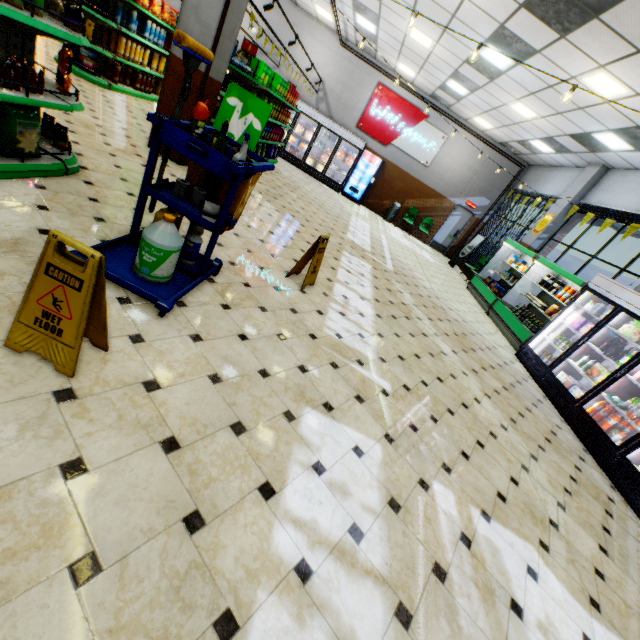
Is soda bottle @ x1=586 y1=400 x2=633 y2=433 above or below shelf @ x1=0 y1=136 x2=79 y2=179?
above

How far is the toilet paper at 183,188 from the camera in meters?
3.0

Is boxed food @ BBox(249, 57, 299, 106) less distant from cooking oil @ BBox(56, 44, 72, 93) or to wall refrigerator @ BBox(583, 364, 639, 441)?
cooking oil @ BBox(56, 44, 72, 93)

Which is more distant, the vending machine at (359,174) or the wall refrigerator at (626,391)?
the vending machine at (359,174)

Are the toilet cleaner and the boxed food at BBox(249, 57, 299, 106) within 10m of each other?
yes

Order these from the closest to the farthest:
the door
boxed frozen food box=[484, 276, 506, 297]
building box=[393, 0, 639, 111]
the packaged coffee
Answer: building box=[393, 0, 639, 111] → the packaged coffee → boxed frozen food box=[484, 276, 506, 297] → the door

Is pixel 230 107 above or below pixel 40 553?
above

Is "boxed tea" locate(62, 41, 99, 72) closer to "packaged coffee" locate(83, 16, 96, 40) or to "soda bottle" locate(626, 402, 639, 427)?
"packaged coffee" locate(83, 16, 96, 40)
